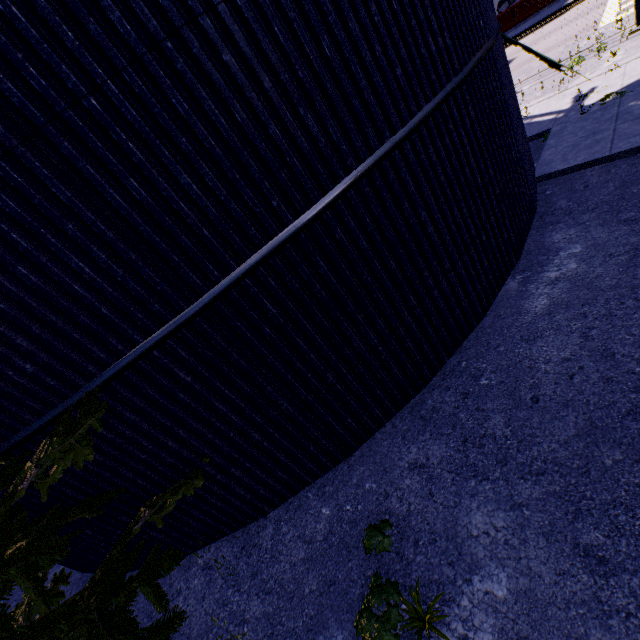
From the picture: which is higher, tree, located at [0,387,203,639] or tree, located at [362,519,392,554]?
tree, located at [0,387,203,639]

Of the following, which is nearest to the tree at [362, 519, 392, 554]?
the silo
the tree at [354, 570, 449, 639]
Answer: the silo

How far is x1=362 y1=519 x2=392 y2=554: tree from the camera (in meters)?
3.30

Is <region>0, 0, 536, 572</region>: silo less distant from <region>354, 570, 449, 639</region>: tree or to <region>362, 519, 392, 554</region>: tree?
<region>362, 519, 392, 554</region>: tree

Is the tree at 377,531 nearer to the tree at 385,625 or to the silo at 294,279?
the silo at 294,279

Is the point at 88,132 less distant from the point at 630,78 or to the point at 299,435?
the point at 299,435
